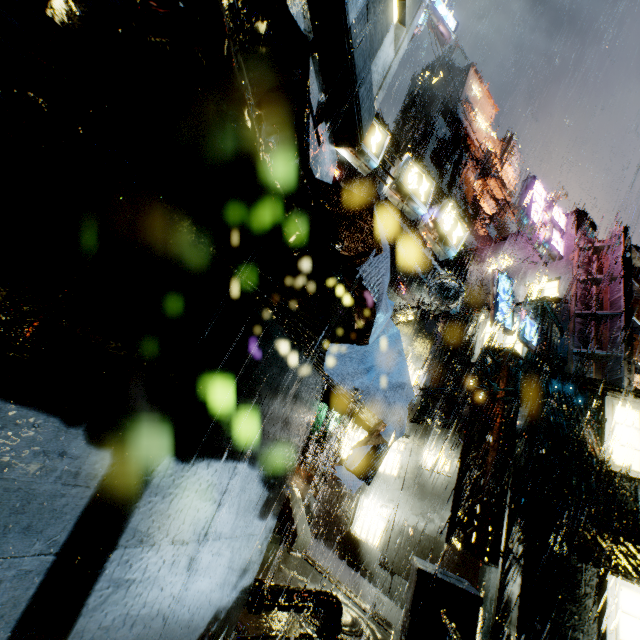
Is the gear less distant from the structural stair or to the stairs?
the structural stair

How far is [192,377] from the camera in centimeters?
277cm

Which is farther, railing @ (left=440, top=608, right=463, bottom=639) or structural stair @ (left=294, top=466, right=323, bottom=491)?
structural stair @ (left=294, top=466, right=323, bottom=491)

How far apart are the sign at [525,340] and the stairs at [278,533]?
12.8 meters

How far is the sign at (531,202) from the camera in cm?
1523

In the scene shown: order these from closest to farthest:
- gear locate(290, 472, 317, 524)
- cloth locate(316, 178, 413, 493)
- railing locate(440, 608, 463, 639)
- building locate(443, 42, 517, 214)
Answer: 1. cloth locate(316, 178, 413, 493)
2. railing locate(440, 608, 463, 639)
3. gear locate(290, 472, 317, 524)
4. building locate(443, 42, 517, 214)

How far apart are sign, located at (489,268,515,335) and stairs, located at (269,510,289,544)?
12.8m

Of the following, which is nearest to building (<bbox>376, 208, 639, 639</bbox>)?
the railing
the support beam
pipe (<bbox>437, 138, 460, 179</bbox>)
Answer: pipe (<bbox>437, 138, 460, 179</bbox>)
